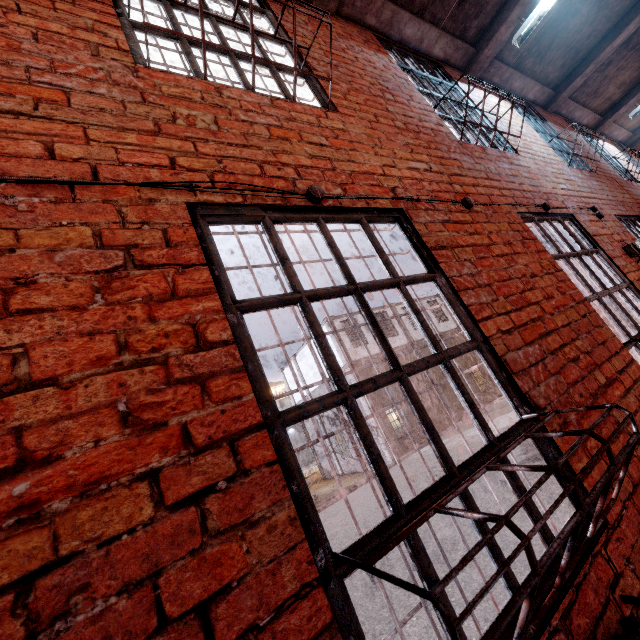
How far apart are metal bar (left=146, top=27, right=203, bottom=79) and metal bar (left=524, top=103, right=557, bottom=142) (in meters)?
4.54

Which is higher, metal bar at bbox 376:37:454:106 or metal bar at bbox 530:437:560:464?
metal bar at bbox 376:37:454:106

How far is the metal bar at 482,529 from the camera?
1.24m

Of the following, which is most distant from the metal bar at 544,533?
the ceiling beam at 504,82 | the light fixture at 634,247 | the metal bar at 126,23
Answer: the light fixture at 634,247

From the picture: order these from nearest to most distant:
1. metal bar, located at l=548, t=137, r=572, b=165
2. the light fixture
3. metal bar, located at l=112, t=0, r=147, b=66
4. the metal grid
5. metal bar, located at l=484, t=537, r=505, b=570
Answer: the metal grid, metal bar, located at l=484, t=537, r=505, b=570, metal bar, located at l=112, t=0, r=147, b=66, the light fixture, metal bar, located at l=548, t=137, r=572, b=165

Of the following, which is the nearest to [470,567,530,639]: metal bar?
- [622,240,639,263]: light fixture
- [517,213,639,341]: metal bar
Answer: [517,213,639,341]: metal bar

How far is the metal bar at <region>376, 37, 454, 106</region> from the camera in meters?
3.9 m

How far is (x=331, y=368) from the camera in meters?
1.3 m
